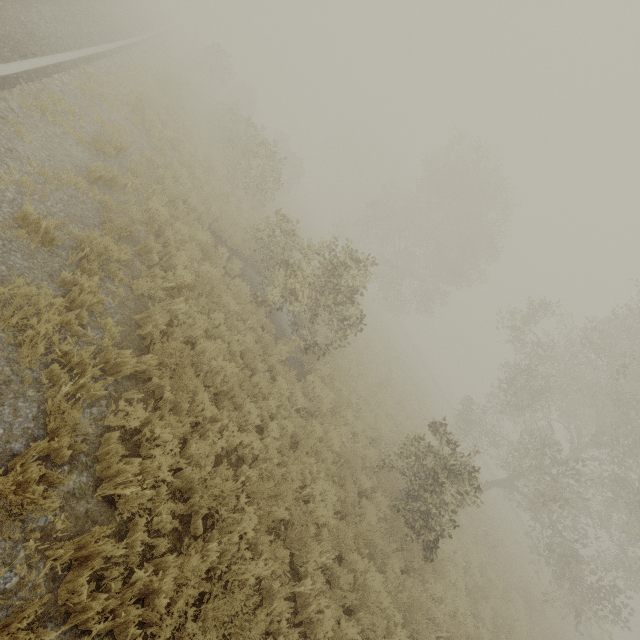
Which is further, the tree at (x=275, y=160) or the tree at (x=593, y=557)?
the tree at (x=275, y=160)

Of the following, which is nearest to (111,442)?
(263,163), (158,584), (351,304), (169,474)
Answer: (169,474)

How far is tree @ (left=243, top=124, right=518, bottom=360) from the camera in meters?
10.4

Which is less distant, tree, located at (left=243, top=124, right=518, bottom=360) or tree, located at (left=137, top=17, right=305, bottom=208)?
tree, located at (left=243, top=124, right=518, bottom=360)

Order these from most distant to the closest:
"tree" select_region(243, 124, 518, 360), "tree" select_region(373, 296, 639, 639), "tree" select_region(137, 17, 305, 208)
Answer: "tree" select_region(137, 17, 305, 208), "tree" select_region(243, 124, 518, 360), "tree" select_region(373, 296, 639, 639)
